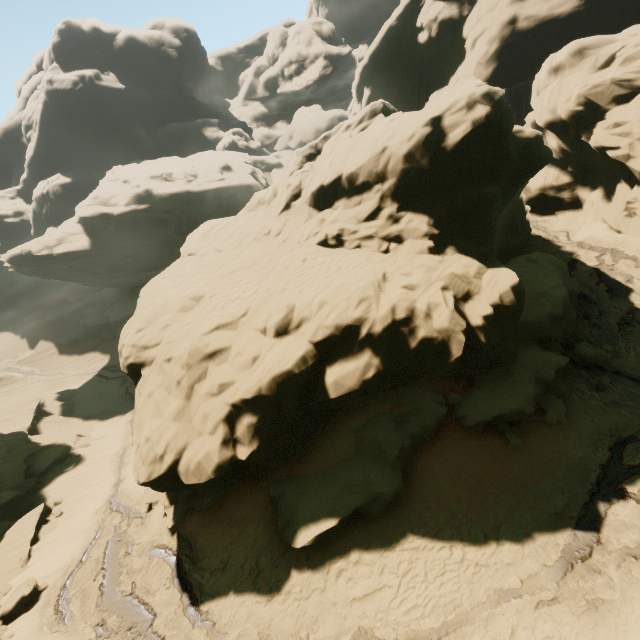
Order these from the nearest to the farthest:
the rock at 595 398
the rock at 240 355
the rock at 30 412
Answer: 1. the rock at 240 355
2. the rock at 595 398
3. the rock at 30 412

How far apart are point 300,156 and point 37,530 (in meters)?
27.17

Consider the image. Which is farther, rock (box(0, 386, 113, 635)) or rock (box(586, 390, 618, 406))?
rock (box(0, 386, 113, 635))

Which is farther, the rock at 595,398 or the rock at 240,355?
the rock at 595,398

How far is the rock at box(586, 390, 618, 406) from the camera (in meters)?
12.05

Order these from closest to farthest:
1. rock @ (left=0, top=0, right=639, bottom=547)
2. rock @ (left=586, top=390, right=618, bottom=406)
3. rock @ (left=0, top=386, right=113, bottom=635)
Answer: rock @ (left=0, top=0, right=639, bottom=547), rock @ (left=586, top=390, right=618, bottom=406), rock @ (left=0, top=386, right=113, bottom=635)
